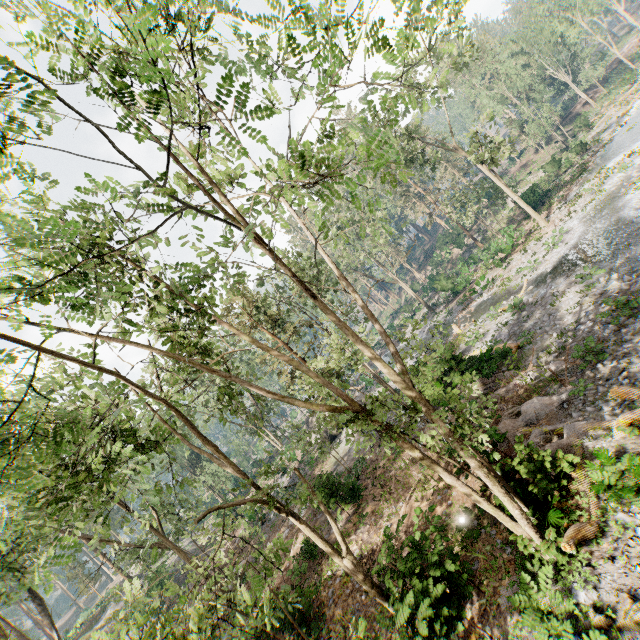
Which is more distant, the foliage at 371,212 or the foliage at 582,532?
the foliage at 582,532

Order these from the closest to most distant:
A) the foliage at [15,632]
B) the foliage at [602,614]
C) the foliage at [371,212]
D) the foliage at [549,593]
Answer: the foliage at [371,212]
the foliage at [602,614]
the foliage at [549,593]
the foliage at [15,632]

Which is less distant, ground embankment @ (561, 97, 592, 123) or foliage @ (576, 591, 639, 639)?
foliage @ (576, 591, 639, 639)

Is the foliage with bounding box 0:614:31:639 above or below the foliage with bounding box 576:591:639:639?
above

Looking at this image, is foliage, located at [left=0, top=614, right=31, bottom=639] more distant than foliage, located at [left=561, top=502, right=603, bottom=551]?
Yes

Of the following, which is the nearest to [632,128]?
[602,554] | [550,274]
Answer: [550,274]

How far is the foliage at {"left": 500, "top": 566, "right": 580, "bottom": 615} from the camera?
7.6 meters
